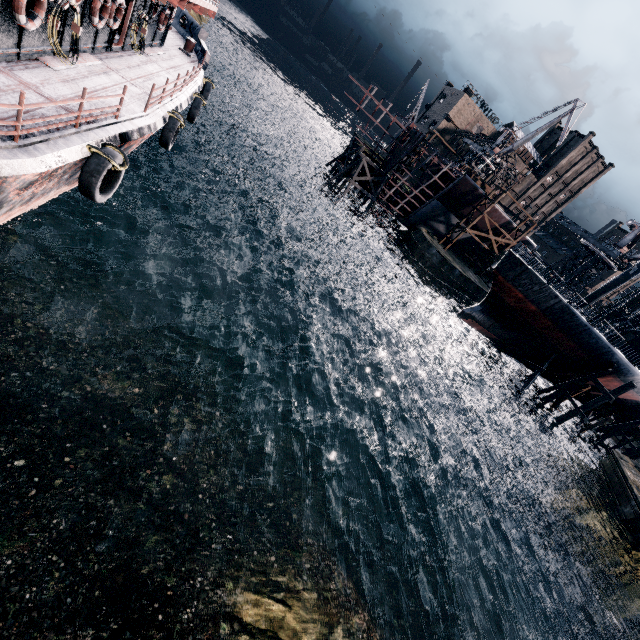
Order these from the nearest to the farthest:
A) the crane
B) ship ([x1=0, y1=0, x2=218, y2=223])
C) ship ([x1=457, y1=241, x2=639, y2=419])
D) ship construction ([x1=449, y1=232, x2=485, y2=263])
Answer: ship ([x1=0, y1=0, x2=218, y2=223]), ship ([x1=457, y1=241, x2=639, y2=419]), the crane, ship construction ([x1=449, y1=232, x2=485, y2=263])

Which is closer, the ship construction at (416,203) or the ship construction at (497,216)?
the ship construction at (416,203)

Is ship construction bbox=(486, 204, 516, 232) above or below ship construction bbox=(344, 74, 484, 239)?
above

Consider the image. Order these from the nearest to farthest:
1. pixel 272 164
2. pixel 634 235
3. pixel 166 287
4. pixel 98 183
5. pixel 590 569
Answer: pixel 98 183, pixel 166 287, pixel 590 569, pixel 634 235, pixel 272 164

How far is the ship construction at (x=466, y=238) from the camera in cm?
5428

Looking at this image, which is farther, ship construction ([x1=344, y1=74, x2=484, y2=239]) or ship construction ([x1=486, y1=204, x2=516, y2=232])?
ship construction ([x1=486, y1=204, x2=516, y2=232])

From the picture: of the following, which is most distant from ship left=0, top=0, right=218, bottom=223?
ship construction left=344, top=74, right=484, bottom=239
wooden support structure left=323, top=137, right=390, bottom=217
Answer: ship construction left=344, top=74, right=484, bottom=239

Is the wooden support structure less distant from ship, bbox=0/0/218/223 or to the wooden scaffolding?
ship, bbox=0/0/218/223
